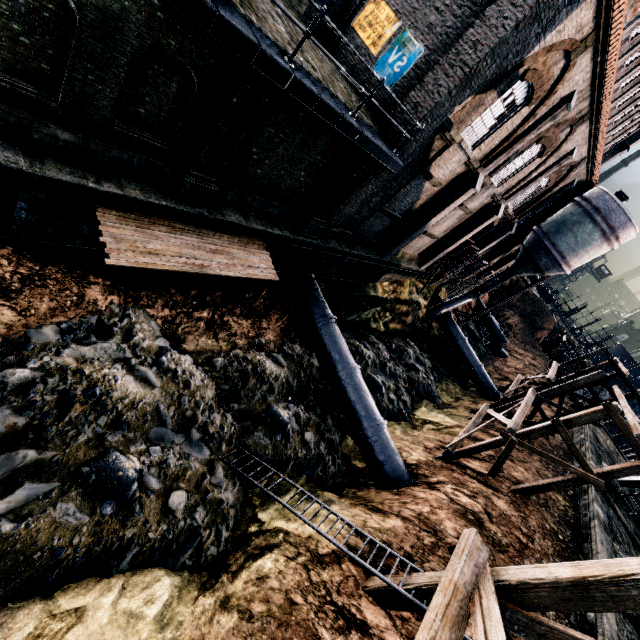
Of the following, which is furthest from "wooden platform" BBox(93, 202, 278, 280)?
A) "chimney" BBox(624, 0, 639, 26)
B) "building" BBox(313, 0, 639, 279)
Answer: "chimney" BBox(624, 0, 639, 26)

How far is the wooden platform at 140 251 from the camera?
8.42m

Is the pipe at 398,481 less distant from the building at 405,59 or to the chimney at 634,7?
the building at 405,59

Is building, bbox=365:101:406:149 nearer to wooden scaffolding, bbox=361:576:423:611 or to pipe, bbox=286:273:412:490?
pipe, bbox=286:273:412:490

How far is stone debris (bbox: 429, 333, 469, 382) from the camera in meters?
31.5

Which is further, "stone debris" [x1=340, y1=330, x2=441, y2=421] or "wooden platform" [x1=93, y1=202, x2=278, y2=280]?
"stone debris" [x1=340, y1=330, x2=441, y2=421]

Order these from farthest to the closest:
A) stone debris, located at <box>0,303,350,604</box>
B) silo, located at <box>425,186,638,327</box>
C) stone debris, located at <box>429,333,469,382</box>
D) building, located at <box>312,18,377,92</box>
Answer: stone debris, located at <box>429,333,469,382</box>, silo, located at <box>425,186,638,327</box>, building, located at <box>312,18,377,92</box>, stone debris, located at <box>0,303,350,604</box>

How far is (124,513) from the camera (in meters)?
7.99
